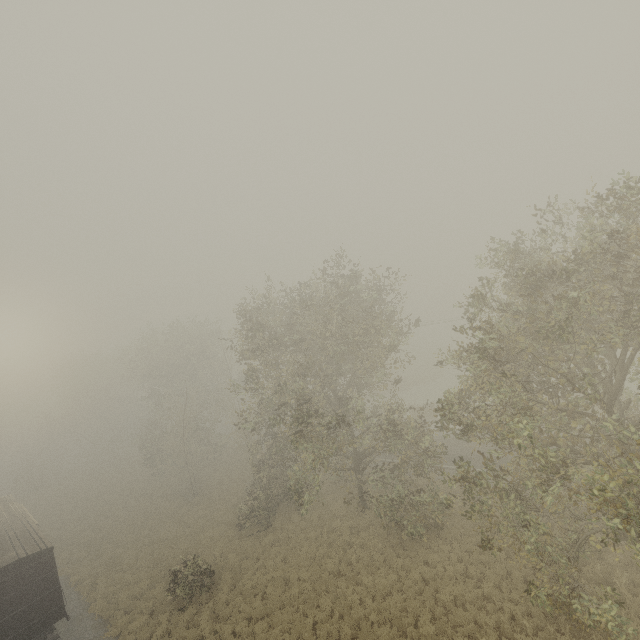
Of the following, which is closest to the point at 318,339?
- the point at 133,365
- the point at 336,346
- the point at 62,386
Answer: the point at 336,346
